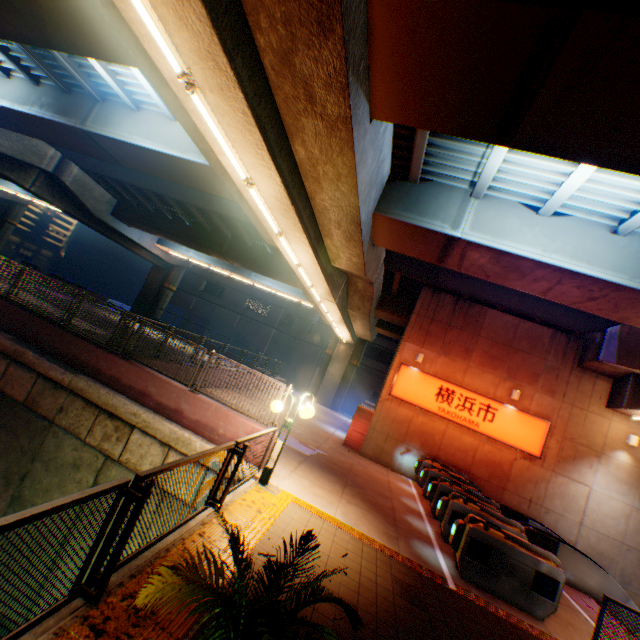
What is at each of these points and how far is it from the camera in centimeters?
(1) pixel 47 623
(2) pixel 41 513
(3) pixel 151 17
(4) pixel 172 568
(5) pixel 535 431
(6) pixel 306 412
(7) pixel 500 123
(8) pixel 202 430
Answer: (1) bridge, 283cm
(2) metal fence, 236cm
(3) street lamp, 412cm
(4) plants, 226cm
(5) sign, 1392cm
(6) street lamp, 712cm
(7) overpass support, 518cm
(8) concrete block, 845cm

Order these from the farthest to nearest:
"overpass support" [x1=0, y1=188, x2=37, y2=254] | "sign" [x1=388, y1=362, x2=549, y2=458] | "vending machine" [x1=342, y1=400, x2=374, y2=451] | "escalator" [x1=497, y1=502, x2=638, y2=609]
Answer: "overpass support" [x1=0, y1=188, x2=37, y2=254], "vending machine" [x1=342, y1=400, x2=374, y2=451], "sign" [x1=388, y1=362, x2=549, y2=458], "escalator" [x1=497, y1=502, x2=638, y2=609]

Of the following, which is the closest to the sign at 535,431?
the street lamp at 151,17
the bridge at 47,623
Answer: the bridge at 47,623

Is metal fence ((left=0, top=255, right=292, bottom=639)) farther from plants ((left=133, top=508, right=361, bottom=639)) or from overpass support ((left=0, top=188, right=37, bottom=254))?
plants ((left=133, top=508, right=361, bottom=639))

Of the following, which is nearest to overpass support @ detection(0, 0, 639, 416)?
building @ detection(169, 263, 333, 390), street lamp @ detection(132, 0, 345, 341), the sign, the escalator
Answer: street lamp @ detection(132, 0, 345, 341)

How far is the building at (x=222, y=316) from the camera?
41.9m

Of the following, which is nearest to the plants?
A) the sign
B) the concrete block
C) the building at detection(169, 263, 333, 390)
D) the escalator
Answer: the concrete block

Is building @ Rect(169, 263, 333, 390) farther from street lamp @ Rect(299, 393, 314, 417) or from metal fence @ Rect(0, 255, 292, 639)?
street lamp @ Rect(299, 393, 314, 417)
